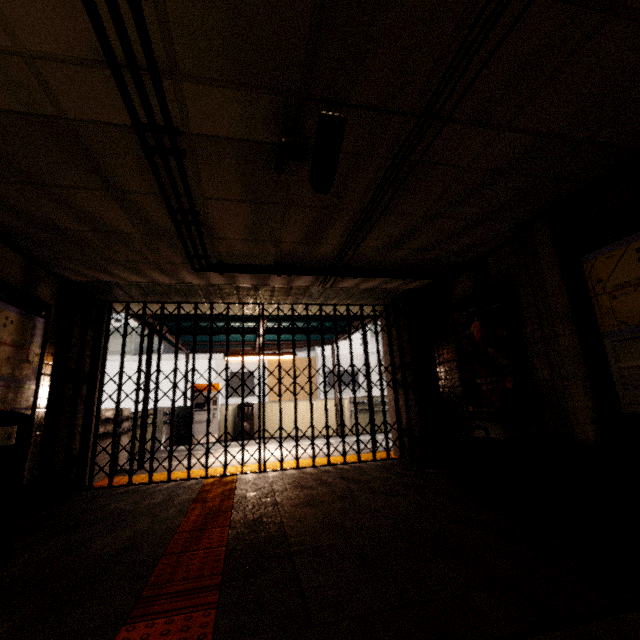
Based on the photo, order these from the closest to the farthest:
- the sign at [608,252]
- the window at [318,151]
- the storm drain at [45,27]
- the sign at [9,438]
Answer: the storm drain at [45,27] < the window at [318,151] < the sign at [608,252] < the sign at [9,438]

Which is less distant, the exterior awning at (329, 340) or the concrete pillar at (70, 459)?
the concrete pillar at (70, 459)

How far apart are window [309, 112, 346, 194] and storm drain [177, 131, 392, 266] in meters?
0.2 m

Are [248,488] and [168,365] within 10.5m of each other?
no

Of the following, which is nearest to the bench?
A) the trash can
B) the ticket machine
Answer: the trash can

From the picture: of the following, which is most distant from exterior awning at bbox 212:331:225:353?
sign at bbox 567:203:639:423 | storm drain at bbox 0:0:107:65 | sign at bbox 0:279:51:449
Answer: storm drain at bbox 0:0:107:65

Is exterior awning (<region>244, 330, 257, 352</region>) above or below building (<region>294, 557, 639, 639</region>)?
above

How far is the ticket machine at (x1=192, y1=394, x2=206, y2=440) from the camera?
10.4 meters
